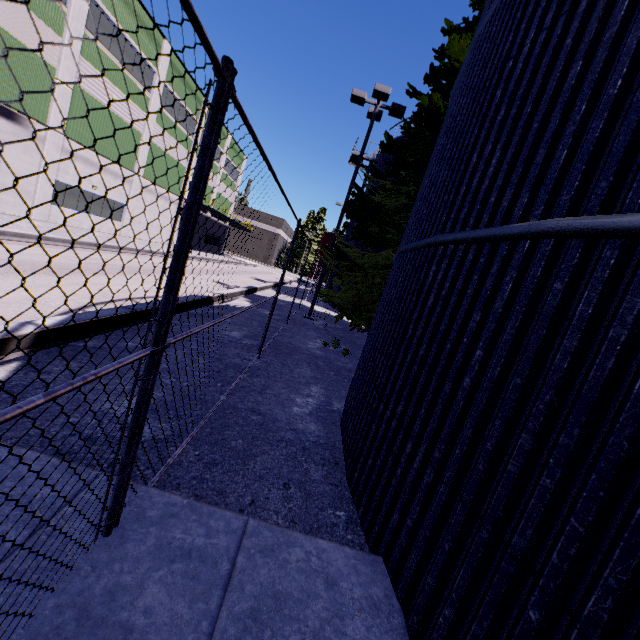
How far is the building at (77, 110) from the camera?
17.4m

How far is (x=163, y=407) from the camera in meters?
4.1

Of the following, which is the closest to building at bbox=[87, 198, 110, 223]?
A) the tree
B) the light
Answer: the tree

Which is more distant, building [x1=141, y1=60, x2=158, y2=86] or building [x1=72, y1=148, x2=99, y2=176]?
building [x1=141, y1=60, x2=158, y2=86]

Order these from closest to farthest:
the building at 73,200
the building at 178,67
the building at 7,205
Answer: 1. the building at 7,205
2. the building at 73,200
3. the building at 178,67

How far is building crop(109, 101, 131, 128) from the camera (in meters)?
21.52
